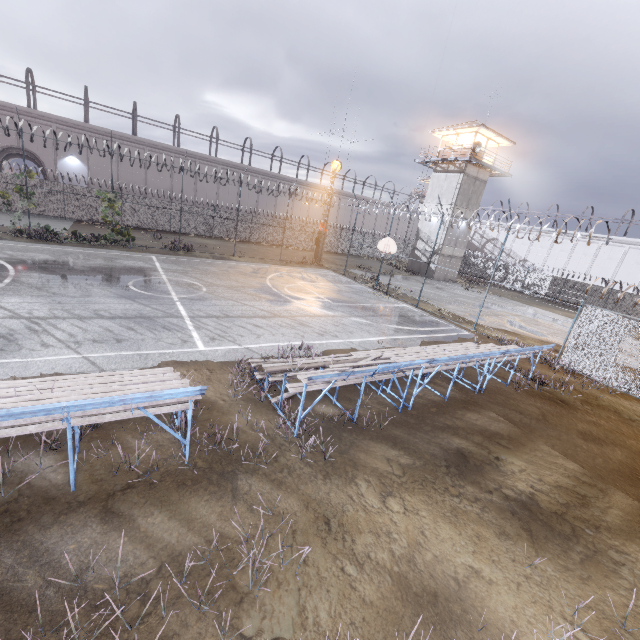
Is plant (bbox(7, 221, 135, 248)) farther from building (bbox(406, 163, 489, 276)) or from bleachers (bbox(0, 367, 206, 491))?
building (bbox(406, 163, 489, 276))

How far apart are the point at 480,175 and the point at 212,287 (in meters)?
30.68

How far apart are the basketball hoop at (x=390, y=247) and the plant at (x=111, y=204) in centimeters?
1643cm

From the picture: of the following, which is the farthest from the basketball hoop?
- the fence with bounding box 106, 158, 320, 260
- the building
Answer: the building

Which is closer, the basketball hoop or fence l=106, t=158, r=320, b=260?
the basketball hoop

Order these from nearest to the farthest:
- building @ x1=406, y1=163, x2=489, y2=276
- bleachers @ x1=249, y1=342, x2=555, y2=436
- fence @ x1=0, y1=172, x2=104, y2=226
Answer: bleachers @ x1=249, y1=342, x2=555, y2=436, fence @ x1=0, y1=172, x2=104, y2=226, building @ x1=406, y1=163, x2=489, y2=276

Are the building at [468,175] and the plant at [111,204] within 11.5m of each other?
no

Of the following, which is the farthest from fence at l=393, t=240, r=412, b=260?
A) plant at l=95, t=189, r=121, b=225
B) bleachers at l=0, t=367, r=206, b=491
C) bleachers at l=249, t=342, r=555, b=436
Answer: bleachers at l=249, t=342, r=555, b=436
